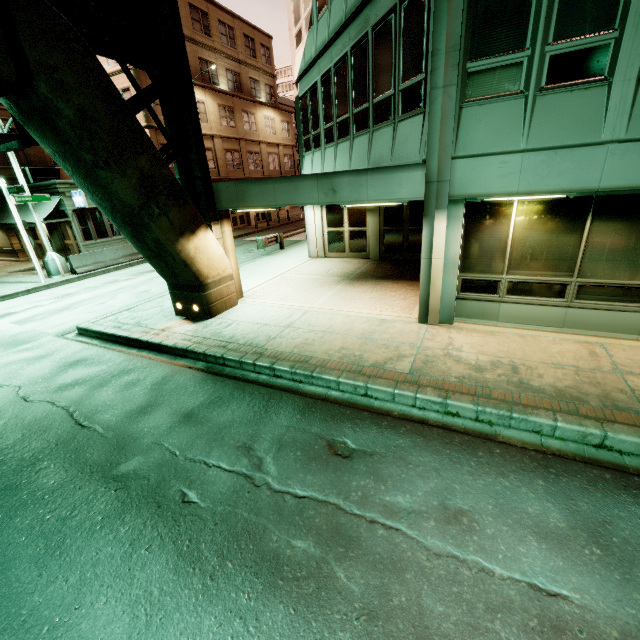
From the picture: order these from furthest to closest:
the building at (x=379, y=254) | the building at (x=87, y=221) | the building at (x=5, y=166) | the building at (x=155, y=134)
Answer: the building at (x=155, y=134), the building at (x=5, y=166), the building at (x=87, y=221), the building at (x=379, y=254)

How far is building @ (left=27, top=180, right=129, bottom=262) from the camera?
18.7 meters

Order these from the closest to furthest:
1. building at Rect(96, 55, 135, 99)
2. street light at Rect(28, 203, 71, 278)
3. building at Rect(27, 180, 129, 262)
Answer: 1. street light at Rect(28, 203, 71, 278)
2. building at Rect(27, 180, 129, 262)
3. building at Rect(96, 55, 135, 99)

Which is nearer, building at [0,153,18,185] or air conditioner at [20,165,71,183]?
air conditioner at [20,165,71,183]

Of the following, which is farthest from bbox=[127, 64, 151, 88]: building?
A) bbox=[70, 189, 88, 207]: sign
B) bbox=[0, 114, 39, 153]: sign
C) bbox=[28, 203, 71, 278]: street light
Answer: bbox=[0, 114, 39, 153]: sign

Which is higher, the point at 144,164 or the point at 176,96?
the point at 176,96

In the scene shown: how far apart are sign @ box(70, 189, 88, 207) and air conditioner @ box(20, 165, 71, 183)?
4.5 meters

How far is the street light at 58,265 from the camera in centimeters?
1592cm
